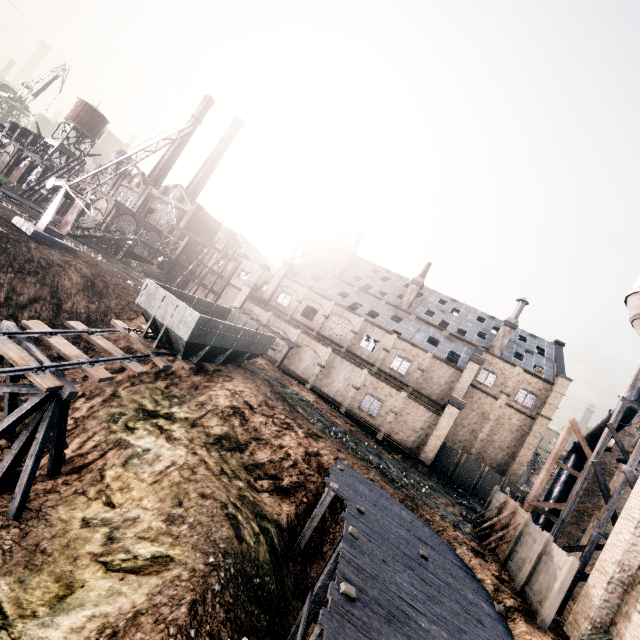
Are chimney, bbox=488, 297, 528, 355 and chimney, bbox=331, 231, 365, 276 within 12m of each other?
no

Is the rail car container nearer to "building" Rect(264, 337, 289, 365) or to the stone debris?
"building" Rect(264, 337, 289, 365)

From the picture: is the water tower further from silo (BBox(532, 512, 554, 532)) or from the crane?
silo (BBox(532, 512, 554, 532))

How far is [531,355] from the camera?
41.3 meters

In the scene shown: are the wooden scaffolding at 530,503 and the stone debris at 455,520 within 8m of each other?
yes

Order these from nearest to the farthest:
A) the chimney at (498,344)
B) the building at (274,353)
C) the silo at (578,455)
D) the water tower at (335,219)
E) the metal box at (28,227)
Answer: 1. the silo at (578,455)
2. the metal box at (28,227)
3. the building at (274,353)
4. the chimney at (498,344)
5. the water tower at (335,219)

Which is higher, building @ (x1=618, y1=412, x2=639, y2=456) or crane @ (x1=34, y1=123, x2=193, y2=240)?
building @ (x1=618, y1=412, x2=639, y2=456)

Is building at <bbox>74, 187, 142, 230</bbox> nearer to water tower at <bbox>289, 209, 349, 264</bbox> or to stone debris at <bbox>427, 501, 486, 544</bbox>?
water tower at <bbox>289, 209, 349, 264</bbox>
